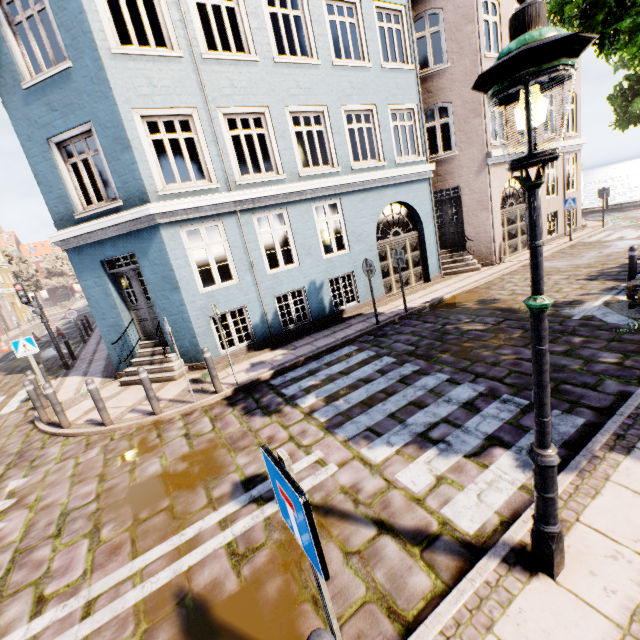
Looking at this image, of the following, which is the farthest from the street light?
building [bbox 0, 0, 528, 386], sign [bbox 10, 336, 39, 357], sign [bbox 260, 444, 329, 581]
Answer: sign [bbox 10, 336, 39, 357]

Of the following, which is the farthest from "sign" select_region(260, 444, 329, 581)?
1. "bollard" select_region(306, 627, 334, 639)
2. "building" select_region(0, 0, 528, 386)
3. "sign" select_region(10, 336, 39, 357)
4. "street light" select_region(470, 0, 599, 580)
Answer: "sign" select_region(10, 336, 39, 357)

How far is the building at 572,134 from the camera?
15.2 meters

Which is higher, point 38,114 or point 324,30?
point 324,30

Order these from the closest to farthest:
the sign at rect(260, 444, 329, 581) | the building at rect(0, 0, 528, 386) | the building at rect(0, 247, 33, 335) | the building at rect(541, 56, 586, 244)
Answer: the sign at rect(260, 444, 329, 581)
the building at rect(0, 0, 528, 386)
the building at rect(541, 56, 586, 244)
the building at rect(0, 247, 33, 335)

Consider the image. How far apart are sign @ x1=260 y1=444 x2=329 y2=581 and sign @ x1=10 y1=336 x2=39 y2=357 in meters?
10.7

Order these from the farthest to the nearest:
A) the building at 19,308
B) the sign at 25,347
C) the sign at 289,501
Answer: the building at 19,308 → the sign at 25,347 → the sign at 289,501

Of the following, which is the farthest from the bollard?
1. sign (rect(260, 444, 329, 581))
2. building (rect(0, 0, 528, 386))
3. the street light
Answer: building (rect(0, 0, 528, 386))
